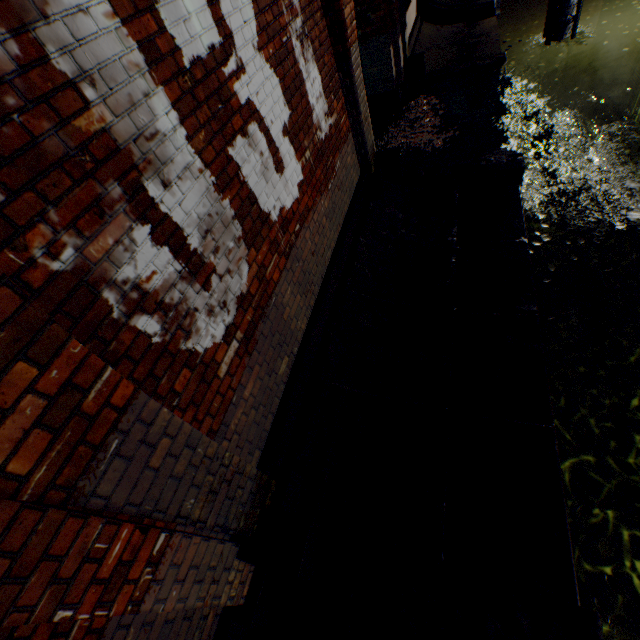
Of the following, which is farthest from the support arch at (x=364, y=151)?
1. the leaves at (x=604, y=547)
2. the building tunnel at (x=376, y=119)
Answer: the leaves at (x=604, y=547)

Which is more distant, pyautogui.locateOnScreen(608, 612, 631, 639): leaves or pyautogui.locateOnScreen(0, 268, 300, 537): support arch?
pyautogui.locateOnScreen(608, 612, 631, 639): leaves

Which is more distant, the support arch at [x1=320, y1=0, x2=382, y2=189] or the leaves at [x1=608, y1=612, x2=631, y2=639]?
the support arch at [x1=320, y1=0, x2=382, y2=189]

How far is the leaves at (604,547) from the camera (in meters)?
3.07

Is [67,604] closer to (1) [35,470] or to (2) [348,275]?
(1) [35,470]

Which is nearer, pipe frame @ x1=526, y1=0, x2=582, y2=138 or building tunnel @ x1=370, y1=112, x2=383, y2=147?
building tunnel @ x1=370, y1=112, x2=383, y2=147

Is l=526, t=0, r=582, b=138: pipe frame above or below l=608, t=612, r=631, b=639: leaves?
above

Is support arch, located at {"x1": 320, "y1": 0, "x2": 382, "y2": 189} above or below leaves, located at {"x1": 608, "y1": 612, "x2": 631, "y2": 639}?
above
